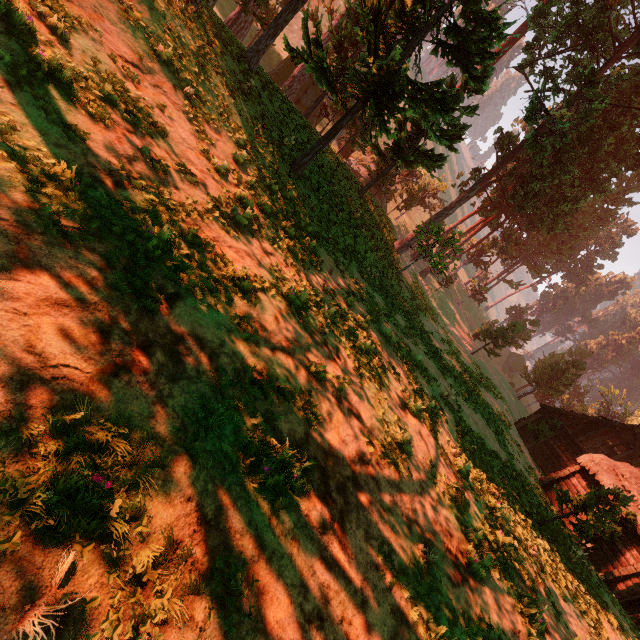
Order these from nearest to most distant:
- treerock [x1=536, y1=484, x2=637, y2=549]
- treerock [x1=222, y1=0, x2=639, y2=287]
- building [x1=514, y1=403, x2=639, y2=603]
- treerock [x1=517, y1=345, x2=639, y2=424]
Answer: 1. treerock [x1=536, y1=484, x2=637, y2=549]
2. treerock [x1=222, y1=0, x2=639, y2=287]
3. building [x1=514, y1=403, x2=639, y2=603]
4. treerock [x1=517, y1=345, x2=639, y2=424]

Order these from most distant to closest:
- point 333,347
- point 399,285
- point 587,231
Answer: point 587,231, point 399,285, point 333,347

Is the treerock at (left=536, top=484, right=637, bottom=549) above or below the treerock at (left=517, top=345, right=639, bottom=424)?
below

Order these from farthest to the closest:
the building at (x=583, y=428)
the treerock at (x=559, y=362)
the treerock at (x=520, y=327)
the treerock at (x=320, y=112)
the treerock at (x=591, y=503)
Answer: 1. the treerock at (x=559, y=362)
2. the treerock at (x=520, y=327)
3. the building at (x=583, y=428)
4. the treerock at (x=320, y=112)
5. the treerock at (x=591, y=503)

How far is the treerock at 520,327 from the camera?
34.9m

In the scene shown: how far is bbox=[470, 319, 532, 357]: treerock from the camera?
34.9m
